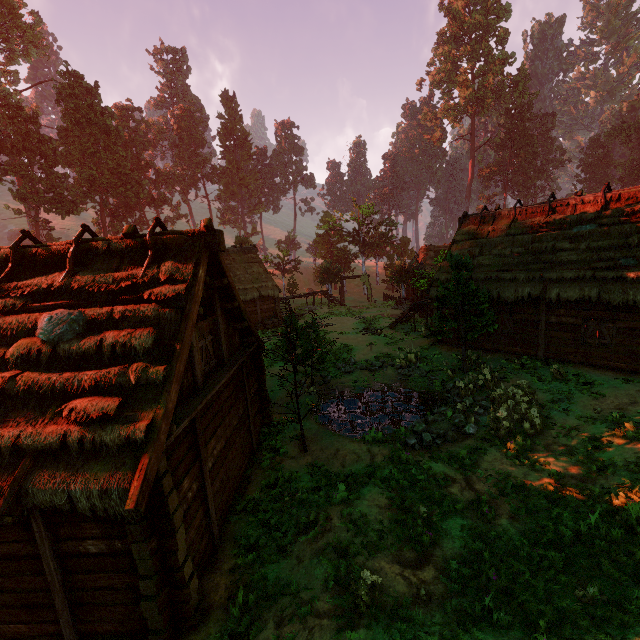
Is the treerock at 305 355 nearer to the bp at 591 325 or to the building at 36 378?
the building at 36 378

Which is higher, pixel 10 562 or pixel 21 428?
pixel 21 428

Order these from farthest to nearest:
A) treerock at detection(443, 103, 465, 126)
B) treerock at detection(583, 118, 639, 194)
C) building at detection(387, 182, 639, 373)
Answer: treerock at detection(443, 103, 465, 126) → treerock at detection(583, 118, 639, 194) → building at detection(387, 182, 639, 373)

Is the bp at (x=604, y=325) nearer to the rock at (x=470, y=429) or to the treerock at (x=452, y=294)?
the treerock at (x=452, y=294)

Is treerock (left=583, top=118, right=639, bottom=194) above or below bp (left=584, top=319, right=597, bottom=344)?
above

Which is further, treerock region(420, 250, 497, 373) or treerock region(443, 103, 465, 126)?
treerock region(443, 103, 465, 126)

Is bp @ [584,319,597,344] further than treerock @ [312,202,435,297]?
No
